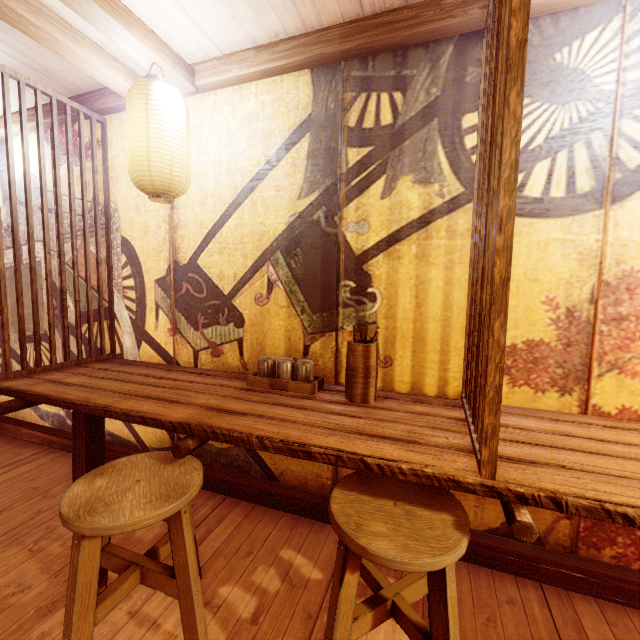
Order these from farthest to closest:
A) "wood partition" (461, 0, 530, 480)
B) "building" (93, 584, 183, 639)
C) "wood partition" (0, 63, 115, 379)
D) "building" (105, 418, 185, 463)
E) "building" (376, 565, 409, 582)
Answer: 1. "building" (105, 418, 185, 463)
2. "wood partition" (0, 63, 115, 379)
3. "building" (376, 565, 409, 582)
4. "building" (93, 584, 183, 639)
5. "wood partition" (461, 0, 530, 480)

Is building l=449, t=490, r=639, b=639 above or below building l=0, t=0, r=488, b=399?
below

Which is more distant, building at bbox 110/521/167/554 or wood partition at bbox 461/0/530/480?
building at bbox 110/521/167/554

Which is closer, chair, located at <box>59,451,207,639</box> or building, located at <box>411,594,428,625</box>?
chair, located at <box>59,451,207,639</box>

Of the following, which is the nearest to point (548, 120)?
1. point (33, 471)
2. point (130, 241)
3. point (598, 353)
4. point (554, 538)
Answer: point (598, 353)

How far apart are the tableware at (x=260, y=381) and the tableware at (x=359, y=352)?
0.3m

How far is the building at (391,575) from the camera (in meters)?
3.04

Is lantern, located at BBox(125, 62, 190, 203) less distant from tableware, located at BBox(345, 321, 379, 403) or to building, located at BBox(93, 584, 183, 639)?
building, located at BBox(93, 584, 183, 639)
